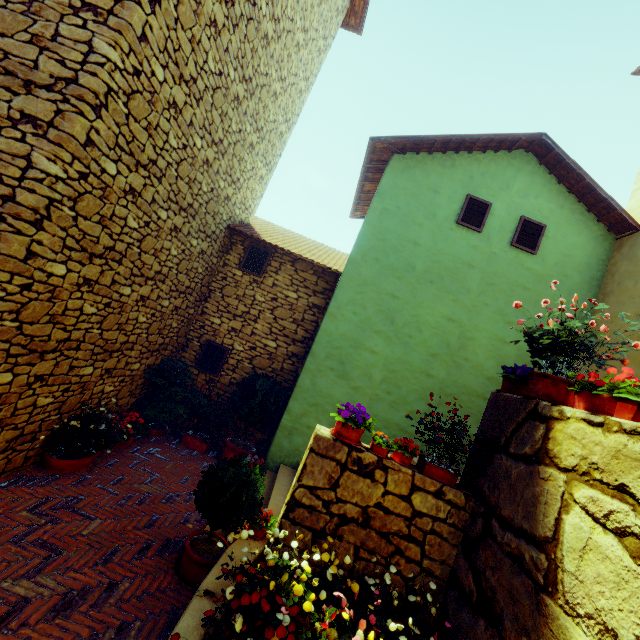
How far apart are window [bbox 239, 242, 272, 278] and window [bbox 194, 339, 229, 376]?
1.77m

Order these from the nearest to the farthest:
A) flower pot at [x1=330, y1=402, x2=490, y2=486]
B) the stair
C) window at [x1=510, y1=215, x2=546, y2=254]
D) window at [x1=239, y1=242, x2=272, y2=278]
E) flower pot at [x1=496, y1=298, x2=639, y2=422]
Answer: flower pot at [x1=496, y1=298, x2=639, y2=422] → flower pot at [x1=330, y1=402, x2=490, y2=486] → the stair → window at [x1=510, y1=215, x2=546, y2=254] → window at [x1=239, y1=242, x2=272, y2=278]

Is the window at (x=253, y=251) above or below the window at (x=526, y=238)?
below

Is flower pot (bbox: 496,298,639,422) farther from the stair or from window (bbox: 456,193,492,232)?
window (bbox: 456,193,492,232)

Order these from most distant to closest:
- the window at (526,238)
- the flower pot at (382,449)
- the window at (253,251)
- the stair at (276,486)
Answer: the window at (253,251)
the window at (526,238)
the stair at (276,486)
the flower pot at (382,449)

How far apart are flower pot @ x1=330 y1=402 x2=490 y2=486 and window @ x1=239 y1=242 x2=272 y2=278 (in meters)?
4.37

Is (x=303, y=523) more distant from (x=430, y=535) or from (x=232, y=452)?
(x=232, y=452)

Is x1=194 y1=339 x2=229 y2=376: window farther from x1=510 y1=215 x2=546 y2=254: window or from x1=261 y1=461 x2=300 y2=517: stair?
x1=510 y1=215 x2=546 y2=254: window
